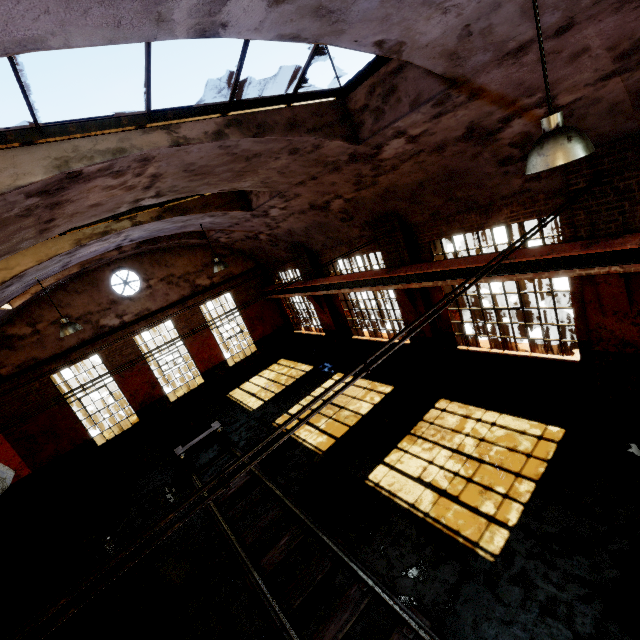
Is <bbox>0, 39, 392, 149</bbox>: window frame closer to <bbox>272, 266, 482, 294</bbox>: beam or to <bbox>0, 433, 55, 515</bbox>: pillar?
<bbox>272, 266, 482, 294</bbox>: beam

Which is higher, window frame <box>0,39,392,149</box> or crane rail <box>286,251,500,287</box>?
window frame <box>0,39,392,149</box>

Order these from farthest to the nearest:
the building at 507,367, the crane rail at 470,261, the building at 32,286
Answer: the crane rail at 470,261, the building at 507,367, the building at 32,286

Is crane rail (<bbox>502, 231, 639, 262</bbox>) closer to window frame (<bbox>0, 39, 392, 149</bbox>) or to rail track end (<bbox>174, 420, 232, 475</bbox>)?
window frame (<bbox>0, 39, 392, 149</bbox>)

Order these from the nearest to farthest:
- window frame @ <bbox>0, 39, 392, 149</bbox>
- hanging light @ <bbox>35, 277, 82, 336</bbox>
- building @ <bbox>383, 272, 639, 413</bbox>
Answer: window frame @ <bbox>0, 39, 392, 149</bbox>
building @ <bbox>383, 272, 639, 413</bbox>
hanging light @ <bbox>35, 277, 82, 336</bbox>

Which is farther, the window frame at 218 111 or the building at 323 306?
the building at 323 306

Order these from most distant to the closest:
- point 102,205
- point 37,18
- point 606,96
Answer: point 102,205 < point 606,96 < point 37,18

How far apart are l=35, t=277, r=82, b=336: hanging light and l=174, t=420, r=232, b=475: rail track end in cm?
487
